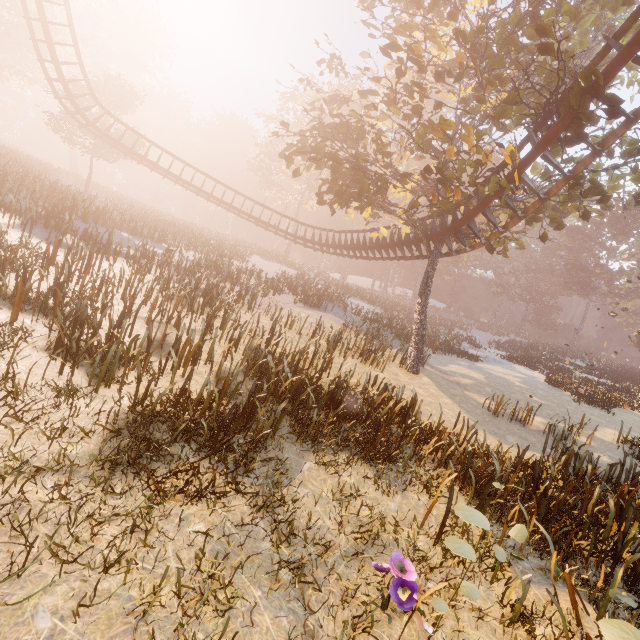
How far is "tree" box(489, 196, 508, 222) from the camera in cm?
1103

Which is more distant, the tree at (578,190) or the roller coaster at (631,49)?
the tree at (578,190)

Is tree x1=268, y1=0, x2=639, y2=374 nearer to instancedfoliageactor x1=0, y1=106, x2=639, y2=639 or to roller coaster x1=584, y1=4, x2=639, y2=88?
roller coaster x1=584, y1=4, x2=639, y2=88

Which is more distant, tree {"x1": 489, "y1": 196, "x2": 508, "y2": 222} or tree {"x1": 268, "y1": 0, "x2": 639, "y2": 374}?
tree {"x1": 489, "y1": 196, "x2": 508, "y2": 222}

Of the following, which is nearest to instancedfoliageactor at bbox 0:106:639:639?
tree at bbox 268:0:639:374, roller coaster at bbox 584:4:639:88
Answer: tree at bbox 268:0:639:374

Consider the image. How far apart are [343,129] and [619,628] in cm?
1545

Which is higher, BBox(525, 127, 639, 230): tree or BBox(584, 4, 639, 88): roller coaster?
BBox(584, 4, 639, 88): roller coaster

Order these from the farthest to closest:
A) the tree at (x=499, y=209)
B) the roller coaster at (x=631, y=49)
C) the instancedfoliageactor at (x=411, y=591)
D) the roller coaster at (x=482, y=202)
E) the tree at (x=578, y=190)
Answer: the tree at (x=499, y=209) < the tree at (x=578, y=190) < the roller coaster at (x=482, y=202) < the roller coaster at (x=631, y=49) < the instancedfoliageactor at (x=411, y=591)
